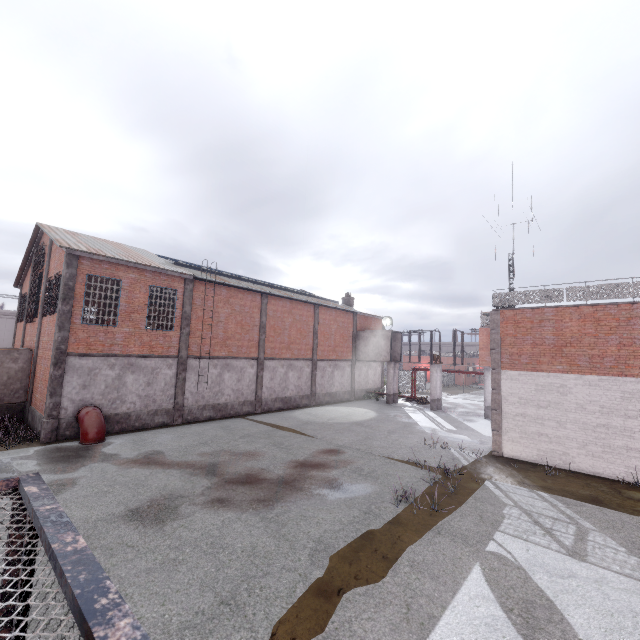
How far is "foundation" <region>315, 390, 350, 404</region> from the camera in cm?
2869

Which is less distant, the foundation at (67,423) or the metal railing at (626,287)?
the metal railing at (626,287)

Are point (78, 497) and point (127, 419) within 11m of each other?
yes

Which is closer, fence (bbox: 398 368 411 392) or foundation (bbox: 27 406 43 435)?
foundation (bbox: 27 406 43 435)

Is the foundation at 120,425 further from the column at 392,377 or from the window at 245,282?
the column at 392,377

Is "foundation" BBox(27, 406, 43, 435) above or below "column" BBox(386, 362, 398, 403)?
below

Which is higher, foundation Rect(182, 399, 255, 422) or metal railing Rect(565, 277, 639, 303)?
metal railing Rect(565, 277, 639, 303)

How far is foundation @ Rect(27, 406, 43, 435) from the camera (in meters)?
15.51
